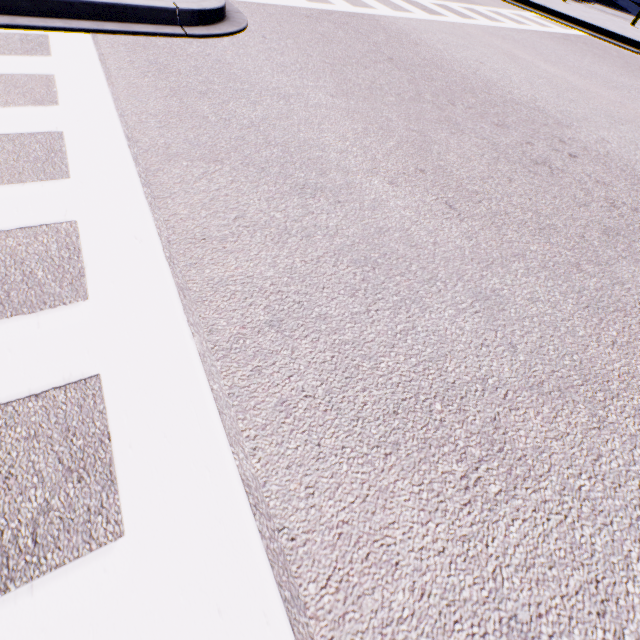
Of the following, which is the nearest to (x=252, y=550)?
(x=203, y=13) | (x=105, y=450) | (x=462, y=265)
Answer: (x=105, y=450)
